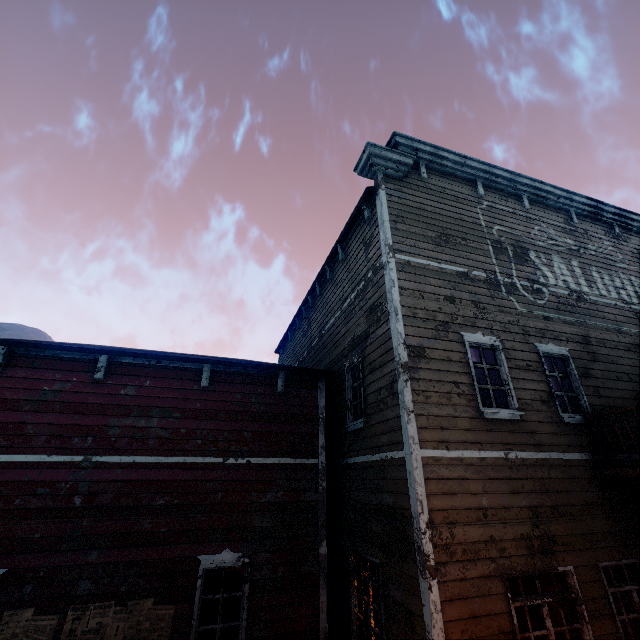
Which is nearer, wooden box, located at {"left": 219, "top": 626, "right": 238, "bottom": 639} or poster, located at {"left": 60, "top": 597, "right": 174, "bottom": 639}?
poster, located at {"left": 60, "top": 597, "right": 174, "bottom": 639}

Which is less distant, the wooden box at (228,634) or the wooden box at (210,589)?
the wooden box at (228,634)

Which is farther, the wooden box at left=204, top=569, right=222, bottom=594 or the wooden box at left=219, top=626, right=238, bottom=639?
the wooden box at left=204, top=569, right=222, bottom=594

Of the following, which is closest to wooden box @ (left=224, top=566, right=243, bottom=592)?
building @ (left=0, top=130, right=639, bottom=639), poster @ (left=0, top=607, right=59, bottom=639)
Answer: building @ (left=0, top=130, right=639, bottom=639)

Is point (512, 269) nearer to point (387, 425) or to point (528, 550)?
point (387, 425)

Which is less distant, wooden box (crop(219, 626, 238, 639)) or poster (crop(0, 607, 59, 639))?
poster (crop(0, 607, 59, 639))

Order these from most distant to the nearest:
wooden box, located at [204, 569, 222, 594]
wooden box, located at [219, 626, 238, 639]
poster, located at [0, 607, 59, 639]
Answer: wooden box, located at [204, 569, 222, 594] < wooden box, located at [219, 626, 238, 639] < poster, located at [0, 607, 59, 639]

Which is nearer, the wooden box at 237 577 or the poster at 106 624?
the poster at 106 624
